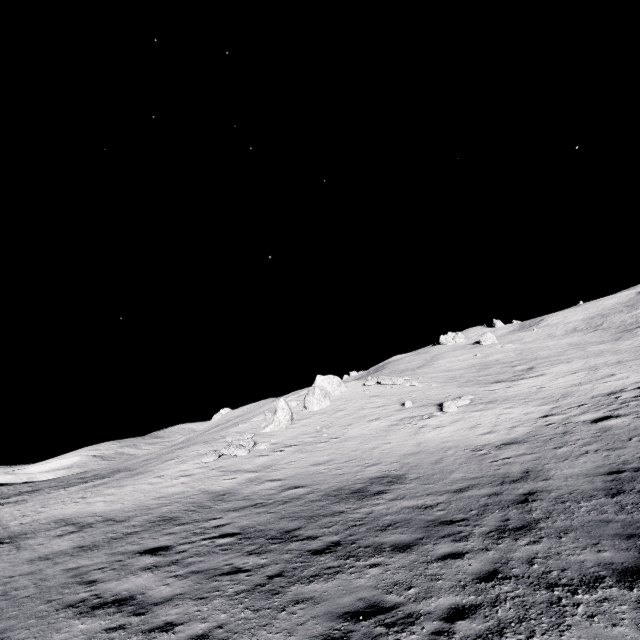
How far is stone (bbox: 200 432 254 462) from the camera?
21.50m

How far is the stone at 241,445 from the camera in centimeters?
2150cm

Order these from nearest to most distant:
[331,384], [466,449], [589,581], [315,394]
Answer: [589,581] → [466,449] → [315,394] → [331,384]
